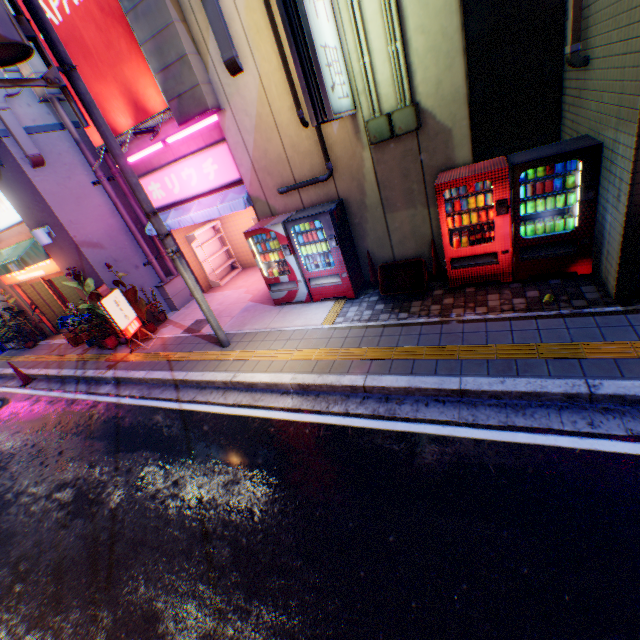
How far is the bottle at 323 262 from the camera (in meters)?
7.34

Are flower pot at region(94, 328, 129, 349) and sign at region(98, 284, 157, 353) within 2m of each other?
yes

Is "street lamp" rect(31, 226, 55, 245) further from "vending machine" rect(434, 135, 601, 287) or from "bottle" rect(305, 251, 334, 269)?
"vending machine" rect(434, 135, 601, 287)

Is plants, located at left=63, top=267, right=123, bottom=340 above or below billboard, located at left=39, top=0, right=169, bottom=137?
below

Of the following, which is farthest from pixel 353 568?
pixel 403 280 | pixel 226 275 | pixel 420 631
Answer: pixel 226 275

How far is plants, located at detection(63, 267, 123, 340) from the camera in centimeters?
880cm

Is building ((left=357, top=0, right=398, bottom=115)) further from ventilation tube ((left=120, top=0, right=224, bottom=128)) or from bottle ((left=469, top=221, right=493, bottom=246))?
bottle ((left=469, top=221, right=493, bottom=246))

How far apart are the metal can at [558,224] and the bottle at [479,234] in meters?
0.4 m
